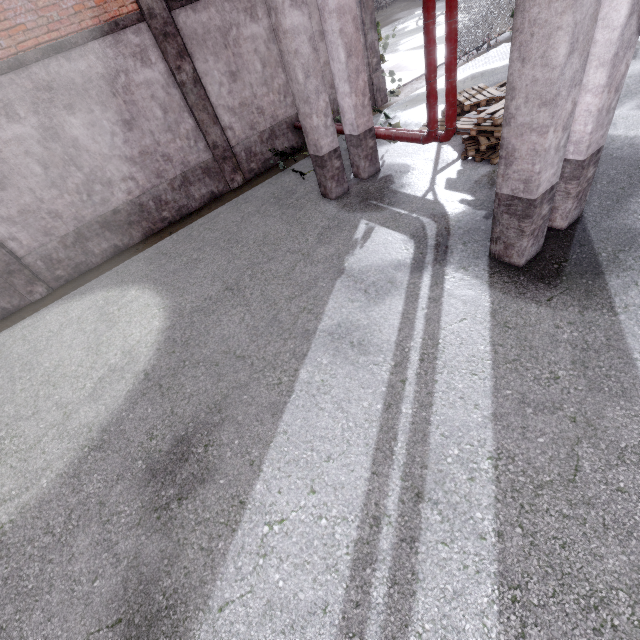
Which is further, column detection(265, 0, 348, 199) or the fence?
the fence

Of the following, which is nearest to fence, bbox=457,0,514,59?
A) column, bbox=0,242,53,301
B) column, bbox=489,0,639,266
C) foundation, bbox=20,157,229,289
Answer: column, bbox=489,0,639,266

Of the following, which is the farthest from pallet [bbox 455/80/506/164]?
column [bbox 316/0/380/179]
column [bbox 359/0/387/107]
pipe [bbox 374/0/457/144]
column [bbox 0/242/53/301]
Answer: column [bbox 0/242/53/301]

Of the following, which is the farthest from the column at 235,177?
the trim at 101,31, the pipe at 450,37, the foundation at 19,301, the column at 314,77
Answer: the foundation at 19,301

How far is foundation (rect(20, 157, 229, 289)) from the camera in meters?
8.0

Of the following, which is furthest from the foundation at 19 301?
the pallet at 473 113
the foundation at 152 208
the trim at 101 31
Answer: the pallet at 473 113

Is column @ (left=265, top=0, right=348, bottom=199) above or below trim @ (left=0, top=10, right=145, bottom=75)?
below

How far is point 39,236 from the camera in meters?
7.7
